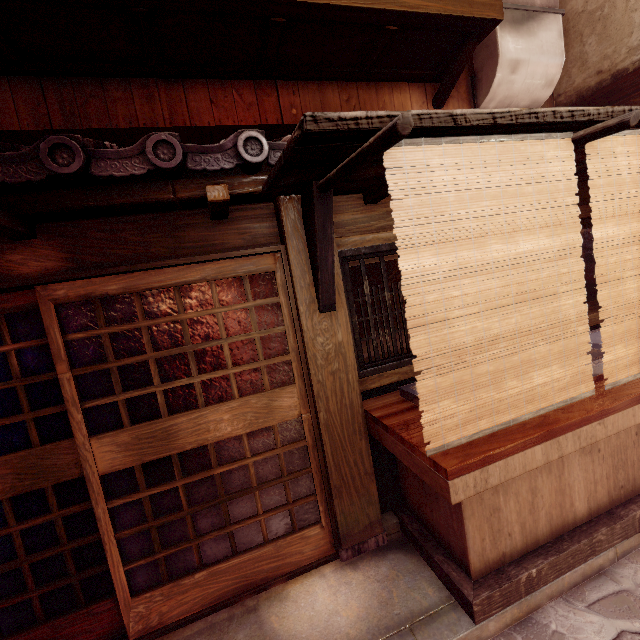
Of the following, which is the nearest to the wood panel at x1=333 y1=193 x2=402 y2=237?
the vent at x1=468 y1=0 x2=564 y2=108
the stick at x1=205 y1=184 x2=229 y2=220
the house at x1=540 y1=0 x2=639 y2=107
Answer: the stick at x1=205 y1=184 x2=229 y2=220

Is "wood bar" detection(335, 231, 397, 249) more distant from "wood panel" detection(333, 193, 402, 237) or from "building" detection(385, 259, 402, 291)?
"building" detection(385, 259, 402, 291)

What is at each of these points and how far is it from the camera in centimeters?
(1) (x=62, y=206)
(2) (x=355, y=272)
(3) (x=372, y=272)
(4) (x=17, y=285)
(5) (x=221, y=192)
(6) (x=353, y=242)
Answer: (1) wood bar, 376cm
(2) building, 1565cm
(3) building, 1591cm
(4) door frame, 386cm
(5) stick, 386cm
(6) wood bar, 513cm

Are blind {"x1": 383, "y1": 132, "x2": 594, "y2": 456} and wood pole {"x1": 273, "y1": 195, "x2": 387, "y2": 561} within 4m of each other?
yes

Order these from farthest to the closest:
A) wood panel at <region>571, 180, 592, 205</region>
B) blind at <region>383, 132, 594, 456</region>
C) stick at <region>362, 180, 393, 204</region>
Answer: wood panel at <region>571, 180, 592, 205</region> → stick at <region>362, 180, 393, 204</region> → blind at <region>383, 132, 594, 456</region>

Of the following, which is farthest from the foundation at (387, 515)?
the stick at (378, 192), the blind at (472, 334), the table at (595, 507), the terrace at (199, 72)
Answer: the terrace at (199, 72)

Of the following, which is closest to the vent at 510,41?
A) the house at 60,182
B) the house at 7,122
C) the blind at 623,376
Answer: the house at 7,122

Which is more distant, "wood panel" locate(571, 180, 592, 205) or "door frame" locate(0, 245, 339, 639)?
"wood panel" locate(571, 180, 592, 205)
